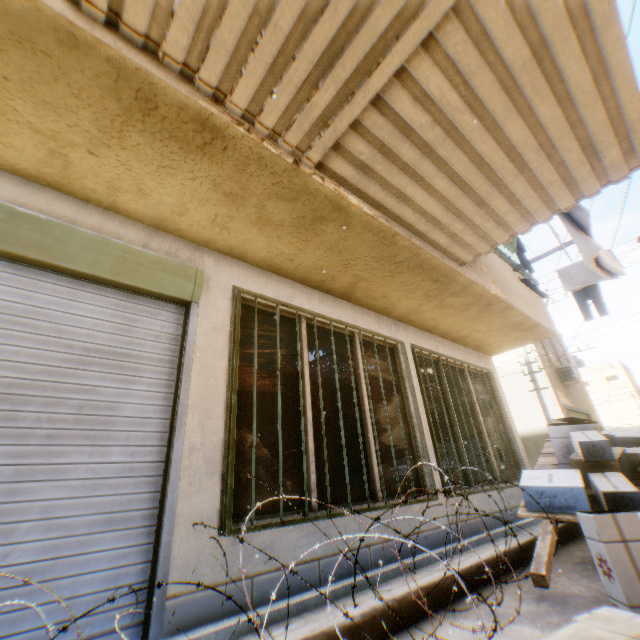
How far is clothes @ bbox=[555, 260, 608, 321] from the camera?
5.8m

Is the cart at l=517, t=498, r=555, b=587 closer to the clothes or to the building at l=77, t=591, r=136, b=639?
the building at l=77, t=591, r=136, b=639

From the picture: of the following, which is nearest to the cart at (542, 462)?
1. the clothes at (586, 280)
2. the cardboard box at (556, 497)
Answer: the cardboard box at (556, 497)

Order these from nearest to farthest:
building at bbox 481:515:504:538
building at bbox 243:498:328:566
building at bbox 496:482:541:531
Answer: building at bbox 243:498:328:566, building at bbox 481:515:504:538, building at bbox 496:482:541:531

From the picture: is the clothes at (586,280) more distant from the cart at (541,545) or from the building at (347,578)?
the cart at (541,545)

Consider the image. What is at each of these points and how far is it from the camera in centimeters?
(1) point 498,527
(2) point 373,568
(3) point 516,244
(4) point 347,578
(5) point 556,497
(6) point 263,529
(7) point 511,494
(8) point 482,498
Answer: (1) building, 514cm
(2) building, 336cm
(3) dryer, 506cm
(4) building, 310cm
(5) cardboard box, 395cm
(6) building, 279cm
(7) building, 583cm
(8) building, 518cm

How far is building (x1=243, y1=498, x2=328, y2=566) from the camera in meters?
2.8 m

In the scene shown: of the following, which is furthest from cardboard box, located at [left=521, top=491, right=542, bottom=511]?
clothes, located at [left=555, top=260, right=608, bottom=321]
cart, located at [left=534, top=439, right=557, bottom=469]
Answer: clothes, located at [left=555, top=260, right=608, bottom=321]
